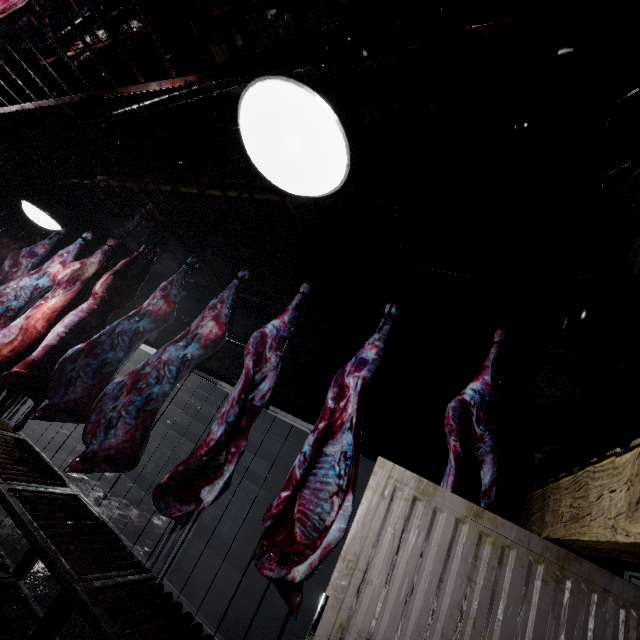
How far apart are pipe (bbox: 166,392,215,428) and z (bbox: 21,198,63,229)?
4.0 meters

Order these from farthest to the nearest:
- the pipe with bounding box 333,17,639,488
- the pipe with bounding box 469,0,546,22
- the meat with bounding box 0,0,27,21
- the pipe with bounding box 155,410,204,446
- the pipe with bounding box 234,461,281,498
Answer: the pipe with bounding box 155,410,204,446, the pipe with bounding box 234,461,281,498, the pipe with bounding box 469,0,546,22, the pipe with bounding box 333,17,639,488, the meat with bounding box 0,0,27,21

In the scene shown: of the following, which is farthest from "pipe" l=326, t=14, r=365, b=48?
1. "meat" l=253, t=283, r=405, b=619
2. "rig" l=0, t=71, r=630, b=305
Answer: "meat" l=253, t=283, r=405, b=619

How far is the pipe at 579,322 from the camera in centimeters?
185cm

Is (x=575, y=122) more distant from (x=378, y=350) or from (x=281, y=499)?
(x=281, y=499)

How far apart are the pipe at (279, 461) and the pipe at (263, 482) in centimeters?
11cm

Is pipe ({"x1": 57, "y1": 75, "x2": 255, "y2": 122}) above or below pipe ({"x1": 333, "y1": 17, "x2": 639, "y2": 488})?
above

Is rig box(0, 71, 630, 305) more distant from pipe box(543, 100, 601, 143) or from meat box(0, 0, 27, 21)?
meat box(0, 0, 27, 21)
